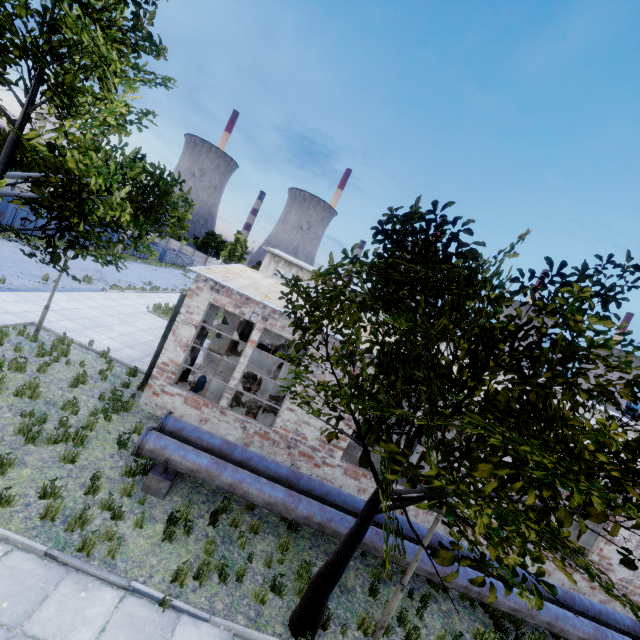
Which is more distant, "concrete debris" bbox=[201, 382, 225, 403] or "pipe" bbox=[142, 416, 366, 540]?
"concrete debris" bbox=[201, 382, 225, 403]

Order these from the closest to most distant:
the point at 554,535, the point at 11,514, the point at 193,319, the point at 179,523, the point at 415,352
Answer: the point at 554,535
the point at 415,352
the point at 11,514
the point at 179,523
the point at 193,319

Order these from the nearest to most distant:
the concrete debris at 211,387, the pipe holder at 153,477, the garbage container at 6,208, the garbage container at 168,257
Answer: the pipe holder at 153,477, the concrete debris at 211,387, the garbage container at 6,208, the garbage container at 168,257

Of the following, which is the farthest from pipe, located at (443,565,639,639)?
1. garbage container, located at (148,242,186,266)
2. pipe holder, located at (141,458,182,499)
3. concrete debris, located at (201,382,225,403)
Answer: garbage container, located at (148,242,186,266)

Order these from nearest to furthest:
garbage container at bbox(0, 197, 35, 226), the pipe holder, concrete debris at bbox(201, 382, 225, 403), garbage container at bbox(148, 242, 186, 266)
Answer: the pipe holder → concrete debris at bbox(201, 382, 225, 403) → garbage container at bbox(0, 197, 35, 226) → garbage container at bbox(148, 242, 186, 266)

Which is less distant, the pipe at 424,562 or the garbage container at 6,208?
the pipe at 424,562

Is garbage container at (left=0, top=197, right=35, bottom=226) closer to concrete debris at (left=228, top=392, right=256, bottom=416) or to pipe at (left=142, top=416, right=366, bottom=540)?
concrete debris at (left=228, top=392, right=256, bottom=416)
